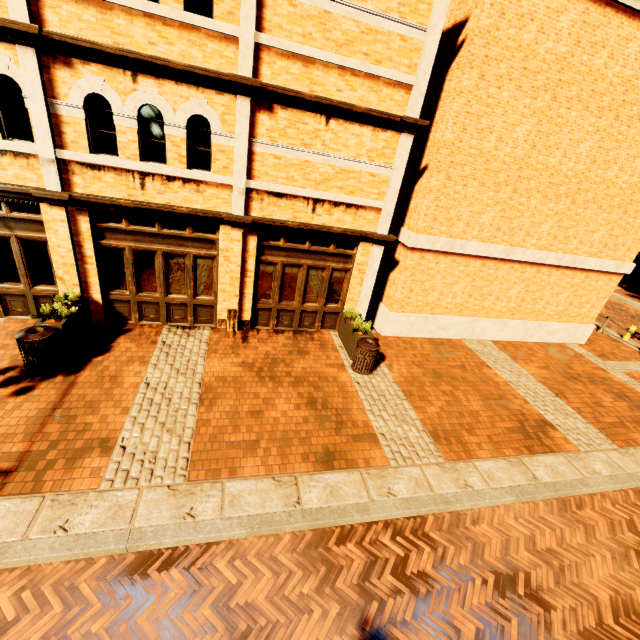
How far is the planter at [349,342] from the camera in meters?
9.0 m

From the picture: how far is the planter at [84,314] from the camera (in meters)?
7.04

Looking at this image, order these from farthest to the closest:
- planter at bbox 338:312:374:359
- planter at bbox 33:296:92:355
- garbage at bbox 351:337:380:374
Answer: planter at bbox 338:312:374:359 < garbage at bbox 351:337:380:374 < planter at bbox 33:296:92:355

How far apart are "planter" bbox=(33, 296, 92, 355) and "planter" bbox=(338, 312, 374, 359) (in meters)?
6.92

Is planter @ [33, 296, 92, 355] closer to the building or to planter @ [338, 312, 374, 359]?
the building

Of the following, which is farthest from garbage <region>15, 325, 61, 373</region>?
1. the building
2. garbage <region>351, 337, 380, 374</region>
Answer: garbage <region>351, 337, 380, 374</region>

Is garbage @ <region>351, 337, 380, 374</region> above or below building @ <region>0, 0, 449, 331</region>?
below

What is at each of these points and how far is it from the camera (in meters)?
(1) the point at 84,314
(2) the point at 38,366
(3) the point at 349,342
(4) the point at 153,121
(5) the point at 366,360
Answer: (1) planter, 8.05
(2) garbage, 6.65
(3) planter, 9.37
(4) building, 7.05
(5) garbage, 8.46
